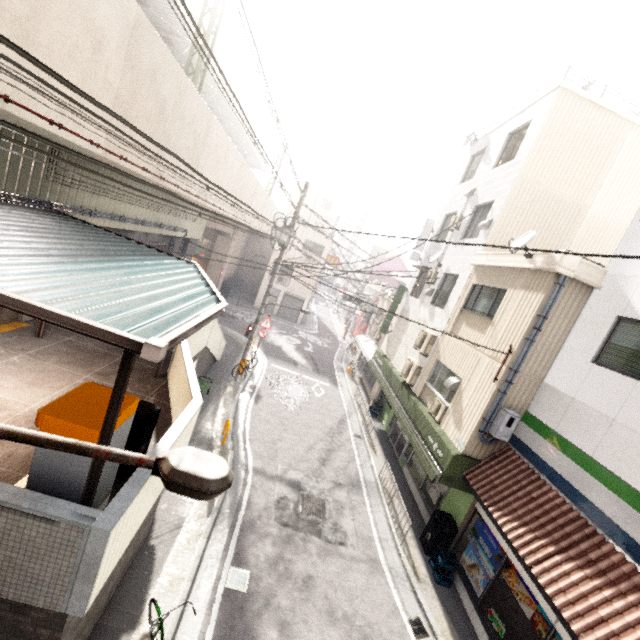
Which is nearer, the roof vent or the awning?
the awning

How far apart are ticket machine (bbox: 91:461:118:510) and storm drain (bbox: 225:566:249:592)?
3.6 meters

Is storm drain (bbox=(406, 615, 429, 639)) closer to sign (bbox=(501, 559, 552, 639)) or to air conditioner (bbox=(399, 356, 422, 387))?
sign (bbox=(501, 559, 552, 639))

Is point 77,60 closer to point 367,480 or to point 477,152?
point 367,480

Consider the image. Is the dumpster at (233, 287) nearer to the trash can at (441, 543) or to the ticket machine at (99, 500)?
the trash can at (441, 543)

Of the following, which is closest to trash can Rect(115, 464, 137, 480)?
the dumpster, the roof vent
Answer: the roof vent

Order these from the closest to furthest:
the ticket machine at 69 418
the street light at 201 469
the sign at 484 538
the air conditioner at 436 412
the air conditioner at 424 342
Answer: the street light at 201 469, the ticket machine at 69 418, the sign at 484 538, the air conditioner at 436 412, the air conditioner at 424 342

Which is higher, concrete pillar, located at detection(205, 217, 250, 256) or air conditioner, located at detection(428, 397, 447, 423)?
concrete pillar, located at detection(205, 217, 250, 256)
